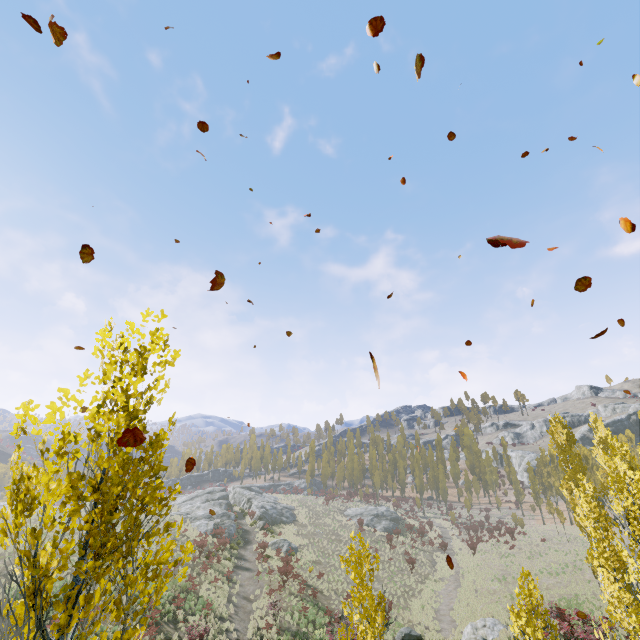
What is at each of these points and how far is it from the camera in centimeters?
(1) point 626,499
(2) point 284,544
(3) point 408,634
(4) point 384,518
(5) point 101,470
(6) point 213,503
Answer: (1) instancedfoliageactor, 964cm
(2) rock, 3591cm
(3) rock, 2103cm
(4) rock, 5172cm
(5) instancedfoliageactor, 331cm
(6) rock, 4572cm

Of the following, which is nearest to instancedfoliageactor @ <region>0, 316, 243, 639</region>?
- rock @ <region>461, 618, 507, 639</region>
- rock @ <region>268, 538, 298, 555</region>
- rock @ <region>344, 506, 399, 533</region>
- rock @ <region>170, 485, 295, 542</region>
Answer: rock @ <region>461, 618, 507, 639</region>

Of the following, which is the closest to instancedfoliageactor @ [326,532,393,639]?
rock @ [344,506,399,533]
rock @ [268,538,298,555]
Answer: rock @ [344,506,399,533]

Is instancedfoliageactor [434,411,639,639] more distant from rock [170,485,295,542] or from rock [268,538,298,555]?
rock [170,485,295,542]

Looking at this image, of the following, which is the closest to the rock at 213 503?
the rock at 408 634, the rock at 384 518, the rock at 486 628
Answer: the rock at 384 518

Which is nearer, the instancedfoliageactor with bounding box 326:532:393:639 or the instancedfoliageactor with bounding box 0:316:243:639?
the instancedfoliageactor with bounding box 0:316:243:639

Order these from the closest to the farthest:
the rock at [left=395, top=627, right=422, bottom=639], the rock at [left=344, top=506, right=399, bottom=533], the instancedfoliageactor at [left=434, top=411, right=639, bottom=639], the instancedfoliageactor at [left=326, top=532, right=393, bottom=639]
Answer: the instancedfoliageactor at [left=326, top=532, right=393, bottom=639] < the instancedfoliageactor at [left=434, top=411, right=639, bottom=639] < the rock at [left=395, top=627, right=422, bottom=639] < the rock at [left=344, top=506, right=399, bottom=533]

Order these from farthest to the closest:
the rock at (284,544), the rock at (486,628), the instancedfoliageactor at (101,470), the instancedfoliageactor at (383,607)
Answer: the rock at (284,544), the rock at (486,628), the instancedfoliageactor at (383,607), the instancedfoliageactor at (101,470)
